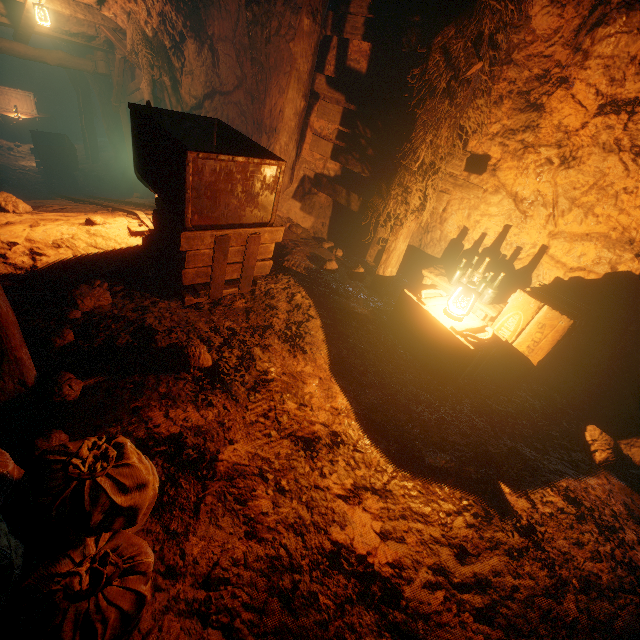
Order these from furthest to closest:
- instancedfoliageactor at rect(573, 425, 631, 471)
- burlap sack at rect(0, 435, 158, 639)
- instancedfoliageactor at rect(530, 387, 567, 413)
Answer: instancedfoliageactor at rect(530, 387, 567, 413), instancedfoliageactor at rect(573, 425, 631, 471), burlap sack at rect(0, 435, 158, 639)

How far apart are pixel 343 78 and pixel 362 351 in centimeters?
421cm

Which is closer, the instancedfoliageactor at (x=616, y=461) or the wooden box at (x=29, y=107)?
the instancedfoliageactor at (x=616, y=461)

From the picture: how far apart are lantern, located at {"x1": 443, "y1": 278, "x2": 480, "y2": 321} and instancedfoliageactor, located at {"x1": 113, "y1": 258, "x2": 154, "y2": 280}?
3.4 meters

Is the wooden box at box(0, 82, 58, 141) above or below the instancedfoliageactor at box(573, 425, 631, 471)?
below

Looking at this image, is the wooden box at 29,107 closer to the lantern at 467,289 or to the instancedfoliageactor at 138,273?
the instancedfoliageactor at 138,273

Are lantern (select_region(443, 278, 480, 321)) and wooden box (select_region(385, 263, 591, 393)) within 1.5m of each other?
yes

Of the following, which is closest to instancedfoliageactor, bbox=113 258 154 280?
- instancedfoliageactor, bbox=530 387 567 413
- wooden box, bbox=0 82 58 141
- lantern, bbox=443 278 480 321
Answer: lantern, bbox=443 278 480 321
